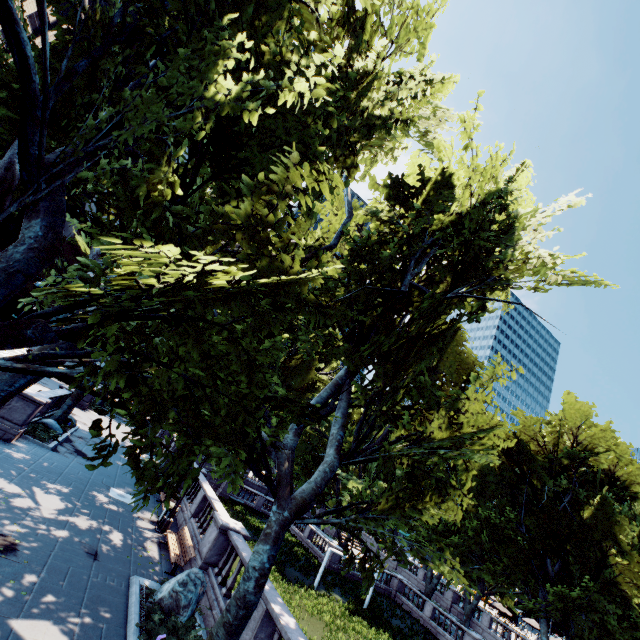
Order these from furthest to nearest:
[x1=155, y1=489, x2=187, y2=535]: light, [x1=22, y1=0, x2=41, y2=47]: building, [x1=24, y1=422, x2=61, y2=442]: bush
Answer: [x1=22, y1=0, x2=41, y2=47]: building → [x1=24, y1=422, x2=61, y2=442]: bush → [x1=155, y1=489, x2=187, y2=535]: light

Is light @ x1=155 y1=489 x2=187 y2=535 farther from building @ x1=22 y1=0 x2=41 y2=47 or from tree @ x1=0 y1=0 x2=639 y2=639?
building @ x1=22 y1=0 x2=41 y2=47

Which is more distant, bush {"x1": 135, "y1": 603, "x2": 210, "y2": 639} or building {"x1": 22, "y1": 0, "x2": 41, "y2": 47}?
building {"x1": 22, "y1": 0, "x2": 41, "y2": 47}

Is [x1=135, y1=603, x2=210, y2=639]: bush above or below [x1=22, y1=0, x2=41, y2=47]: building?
below

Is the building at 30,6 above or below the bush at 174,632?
above

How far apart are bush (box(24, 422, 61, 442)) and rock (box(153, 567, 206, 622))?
12.7 meters

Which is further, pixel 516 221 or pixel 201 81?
pixel 516 221

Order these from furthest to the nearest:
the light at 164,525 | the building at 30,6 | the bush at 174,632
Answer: the building at 30,6
the light at 164,525
the bush at 174,632
